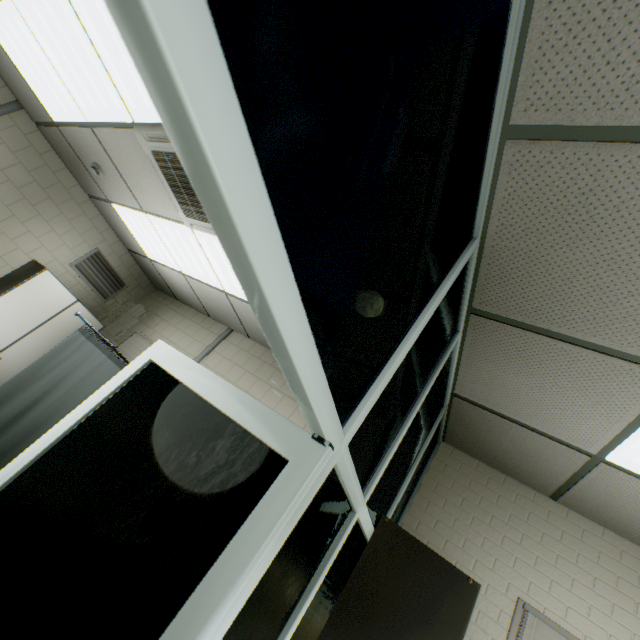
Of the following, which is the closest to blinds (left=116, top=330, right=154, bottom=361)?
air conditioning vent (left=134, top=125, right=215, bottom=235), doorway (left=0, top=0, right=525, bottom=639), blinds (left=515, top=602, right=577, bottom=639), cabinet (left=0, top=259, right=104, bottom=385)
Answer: cabinet (left=0, top=259, right=104, bottom=385)

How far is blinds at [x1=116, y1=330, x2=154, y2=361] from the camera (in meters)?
5.16

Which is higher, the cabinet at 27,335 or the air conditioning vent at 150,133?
the air conditioning vent at 150,133

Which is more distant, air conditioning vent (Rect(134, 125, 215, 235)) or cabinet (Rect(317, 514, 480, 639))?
air conditioning vent (Rect(134, 125, 215, 235))

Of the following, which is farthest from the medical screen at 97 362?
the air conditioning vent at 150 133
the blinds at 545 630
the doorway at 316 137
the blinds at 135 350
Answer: the blinds at 545 630

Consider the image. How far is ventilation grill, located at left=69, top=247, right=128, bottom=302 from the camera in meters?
5.3

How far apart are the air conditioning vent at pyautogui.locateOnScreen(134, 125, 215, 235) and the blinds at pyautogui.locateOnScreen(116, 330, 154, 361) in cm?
224

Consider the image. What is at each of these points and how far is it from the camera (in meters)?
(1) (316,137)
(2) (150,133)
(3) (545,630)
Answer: (1) doorway, 0.53
(2) air conditioning vent, 2.69
(3) blinds, 2.31
